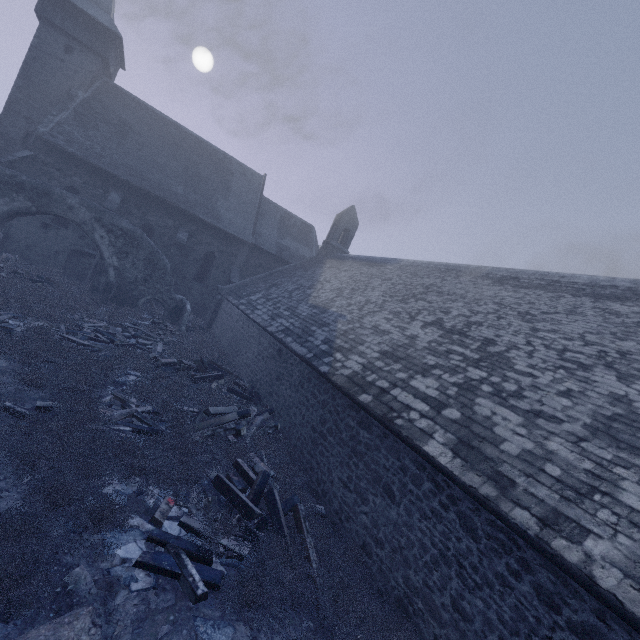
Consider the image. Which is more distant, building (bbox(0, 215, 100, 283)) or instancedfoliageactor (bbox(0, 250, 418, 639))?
building (bbox(0, 215, 100, 283))

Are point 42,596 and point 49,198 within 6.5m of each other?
no

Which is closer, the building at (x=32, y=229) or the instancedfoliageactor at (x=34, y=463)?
the instancedfoliageactor at (x=34, y=463)

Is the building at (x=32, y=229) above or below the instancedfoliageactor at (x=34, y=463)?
above

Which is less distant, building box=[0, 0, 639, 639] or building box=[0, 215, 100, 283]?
building box=[0, 0, 639, 639]

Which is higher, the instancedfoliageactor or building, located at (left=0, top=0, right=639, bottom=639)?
building, located at (left=0, top=0, right=639, bottom=639)
